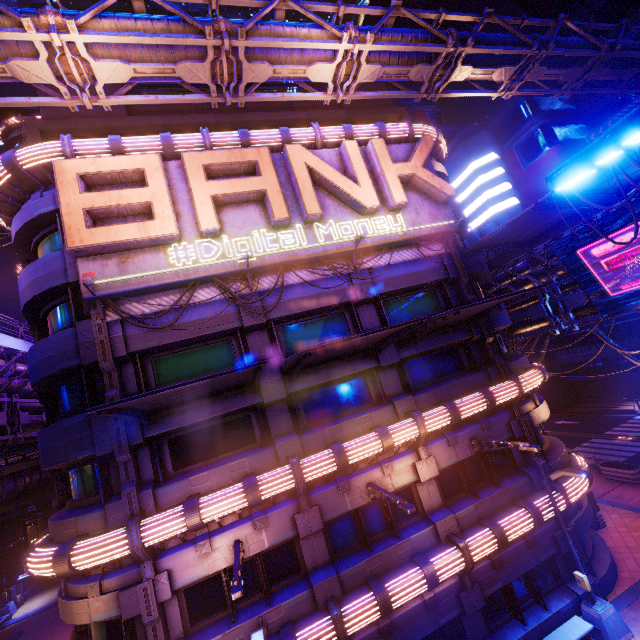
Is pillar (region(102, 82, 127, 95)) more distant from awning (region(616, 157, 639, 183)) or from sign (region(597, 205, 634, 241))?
sign (region(597, 205, 634, 241))

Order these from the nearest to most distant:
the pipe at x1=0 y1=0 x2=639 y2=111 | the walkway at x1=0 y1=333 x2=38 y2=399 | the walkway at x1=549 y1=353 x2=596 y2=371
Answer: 1. the pipe at x1=0 y1=0 x2=639 y2=111
2. the walkway at x1=0 y1=333 x2=38 y2=399
3. the walkway at x1=549 y1=353 x2=596 y2=371

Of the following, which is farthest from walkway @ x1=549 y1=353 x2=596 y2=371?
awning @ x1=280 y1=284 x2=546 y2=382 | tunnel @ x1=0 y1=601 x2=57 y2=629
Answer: tunnel @ x1=0 y1=601 x2=57 y2=629

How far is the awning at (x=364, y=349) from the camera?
9.20m

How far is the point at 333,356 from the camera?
12.4m

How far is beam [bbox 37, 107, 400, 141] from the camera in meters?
14.5 m

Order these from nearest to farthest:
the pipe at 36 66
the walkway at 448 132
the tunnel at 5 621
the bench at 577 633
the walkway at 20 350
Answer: the pipe at 36 66, the bench at 577 633, the walkway at 20 350, the tunnel at 5 621, the walkway at 448 132

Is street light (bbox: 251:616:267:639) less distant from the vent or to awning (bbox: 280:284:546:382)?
awning (bbox: 280:284:546:382)
